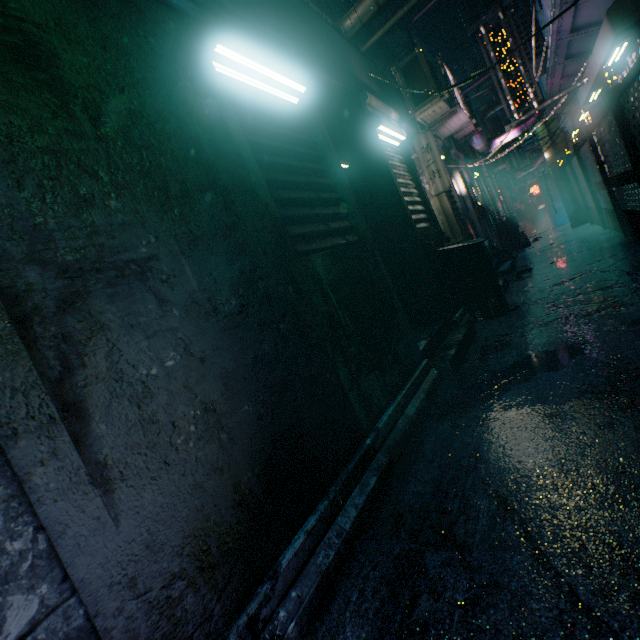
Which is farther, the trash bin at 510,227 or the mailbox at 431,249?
the trash bin at 510,227

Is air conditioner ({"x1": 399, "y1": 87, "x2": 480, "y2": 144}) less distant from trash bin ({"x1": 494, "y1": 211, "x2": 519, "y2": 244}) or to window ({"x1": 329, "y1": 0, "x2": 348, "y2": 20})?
trash bin ({"x1": 494, "y1": 211, "x2": 519, "y2": 244})

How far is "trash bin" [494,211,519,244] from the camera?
9.6m

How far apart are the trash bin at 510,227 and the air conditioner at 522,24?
3.4 meters

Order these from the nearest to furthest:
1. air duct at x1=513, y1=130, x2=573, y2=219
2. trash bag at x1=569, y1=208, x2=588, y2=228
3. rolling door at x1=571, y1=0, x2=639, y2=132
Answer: rolling door at x1=571, y1=0, x2=639, y2=132 → trash bag at x1=569, y1=208, x2=588, y2=228 → air duct at x1=513, y1=130, x2=573, y2=219

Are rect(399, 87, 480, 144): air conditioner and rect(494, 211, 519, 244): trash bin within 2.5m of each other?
no

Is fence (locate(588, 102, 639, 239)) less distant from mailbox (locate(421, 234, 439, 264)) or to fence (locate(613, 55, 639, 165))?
fence (locate(613, 55, 639, 165))

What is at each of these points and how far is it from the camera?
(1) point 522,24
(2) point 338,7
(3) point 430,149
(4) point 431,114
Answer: (1) air conditioner, 5.96m
(2) window, 9.75m
(3) sign, 4.37m
(4) air conditioner, 4.85m
